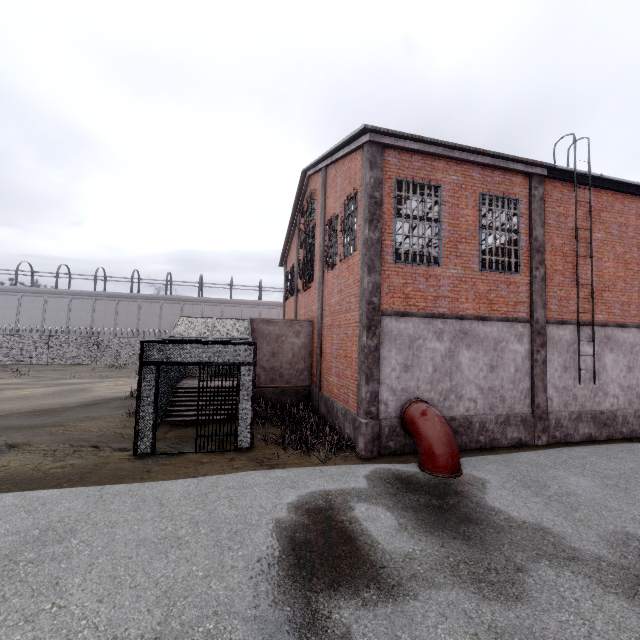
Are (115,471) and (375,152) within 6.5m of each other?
no

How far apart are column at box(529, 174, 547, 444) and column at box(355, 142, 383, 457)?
5.28m

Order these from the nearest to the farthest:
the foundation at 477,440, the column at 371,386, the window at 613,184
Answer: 1. the column at 371,386
2. the foundation at 477,440
3. the window at 613,184

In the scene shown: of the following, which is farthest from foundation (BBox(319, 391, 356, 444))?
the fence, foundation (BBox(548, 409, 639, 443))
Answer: the fence

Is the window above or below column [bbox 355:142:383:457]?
above

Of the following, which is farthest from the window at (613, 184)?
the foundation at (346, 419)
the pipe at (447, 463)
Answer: the foundation at (346, 419)

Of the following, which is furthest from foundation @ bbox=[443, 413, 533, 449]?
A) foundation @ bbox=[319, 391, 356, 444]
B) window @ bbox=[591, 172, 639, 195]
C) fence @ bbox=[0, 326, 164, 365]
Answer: fence @ bbox=[0, 326, 164, 365]

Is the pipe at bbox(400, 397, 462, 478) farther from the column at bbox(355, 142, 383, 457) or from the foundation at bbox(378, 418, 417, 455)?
the column at bbox(355, 142, 383, 457)
